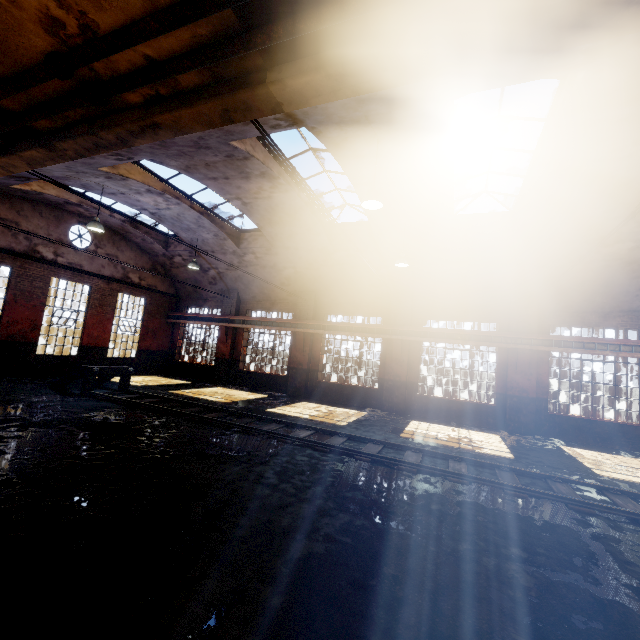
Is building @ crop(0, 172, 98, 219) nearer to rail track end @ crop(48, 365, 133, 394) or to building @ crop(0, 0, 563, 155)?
building @ crop(0, 0, 563, 155)

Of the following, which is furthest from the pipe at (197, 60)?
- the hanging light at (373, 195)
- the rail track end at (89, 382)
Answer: the rail track end at (89, 382)

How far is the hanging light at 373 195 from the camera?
7.3 meters

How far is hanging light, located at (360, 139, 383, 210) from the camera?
7.3 meters

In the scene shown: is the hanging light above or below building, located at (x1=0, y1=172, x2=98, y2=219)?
below

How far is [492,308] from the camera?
14.0m

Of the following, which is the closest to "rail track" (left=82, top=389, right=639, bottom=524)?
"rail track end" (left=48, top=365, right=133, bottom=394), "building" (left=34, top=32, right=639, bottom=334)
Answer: "rail track end" (left=48, top=365, right=133, bottom=394)

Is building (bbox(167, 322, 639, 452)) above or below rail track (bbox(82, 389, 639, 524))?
above
